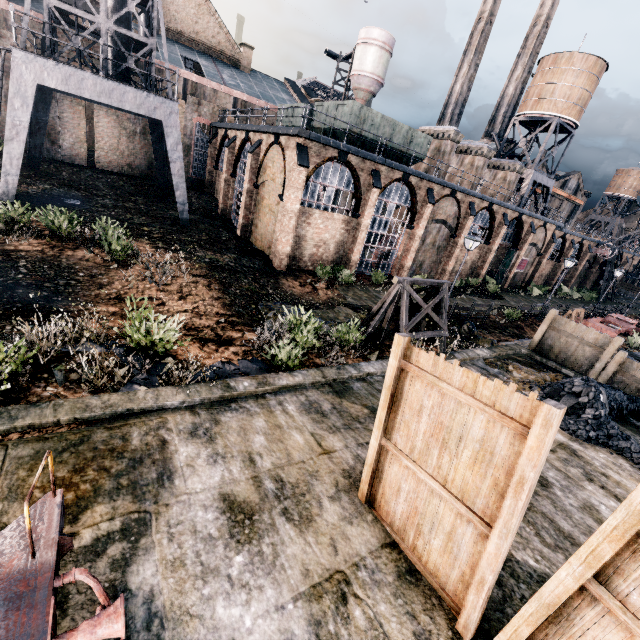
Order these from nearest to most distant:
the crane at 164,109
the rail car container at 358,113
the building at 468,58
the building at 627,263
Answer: the crane at 164,109, the rail car container at 358,113, the building at 627,263, the building at 468,58

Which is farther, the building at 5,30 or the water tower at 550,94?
the water tower at 550,94

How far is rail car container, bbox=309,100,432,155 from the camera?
21.19m

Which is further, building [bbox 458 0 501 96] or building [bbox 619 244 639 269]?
building [bbox 458 0 501 96]

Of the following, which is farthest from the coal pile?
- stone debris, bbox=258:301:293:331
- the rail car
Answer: the rail car

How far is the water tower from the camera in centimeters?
3509cm

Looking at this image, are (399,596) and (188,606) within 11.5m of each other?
yes
